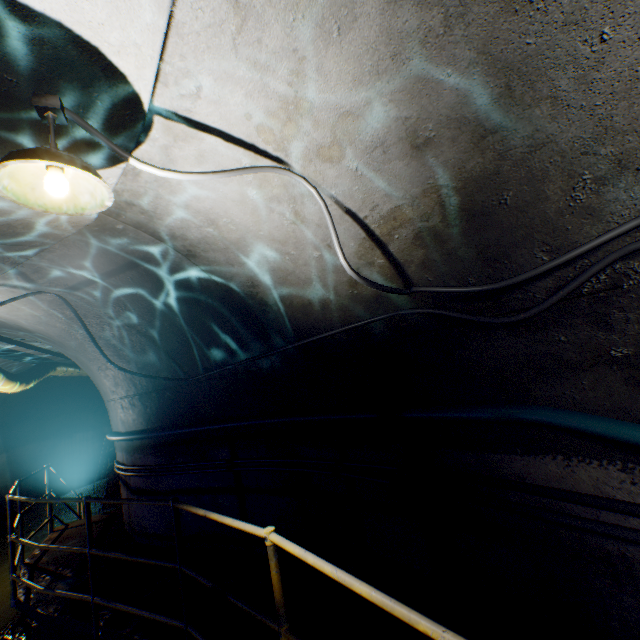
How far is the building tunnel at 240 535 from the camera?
4.0 meters

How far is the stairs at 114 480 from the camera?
9.8m

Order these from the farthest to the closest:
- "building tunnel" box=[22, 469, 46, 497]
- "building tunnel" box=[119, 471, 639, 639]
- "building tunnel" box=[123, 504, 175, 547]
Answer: "building tunnel" box=[22, 469, 46, 497] < "building tunnel" box=[123, 504, 175, 547] < "building tunnel" box=[119, 471, 639, 639]

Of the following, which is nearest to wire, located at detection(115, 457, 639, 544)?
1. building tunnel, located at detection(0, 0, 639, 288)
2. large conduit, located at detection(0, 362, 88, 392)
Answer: building tunnel, located at detection(0, 0, 639, 288)

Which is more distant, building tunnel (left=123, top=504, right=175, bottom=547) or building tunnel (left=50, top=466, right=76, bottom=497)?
building tunnel (left=50, top=466, right=76, bottom=497)

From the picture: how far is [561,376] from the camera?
1.84m

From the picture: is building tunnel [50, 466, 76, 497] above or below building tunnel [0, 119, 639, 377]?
below

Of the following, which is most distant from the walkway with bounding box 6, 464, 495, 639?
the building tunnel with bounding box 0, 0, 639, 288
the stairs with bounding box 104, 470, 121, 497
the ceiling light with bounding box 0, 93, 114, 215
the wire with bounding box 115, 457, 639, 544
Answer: the stairs with bounding box 104, 470, 121, 497
